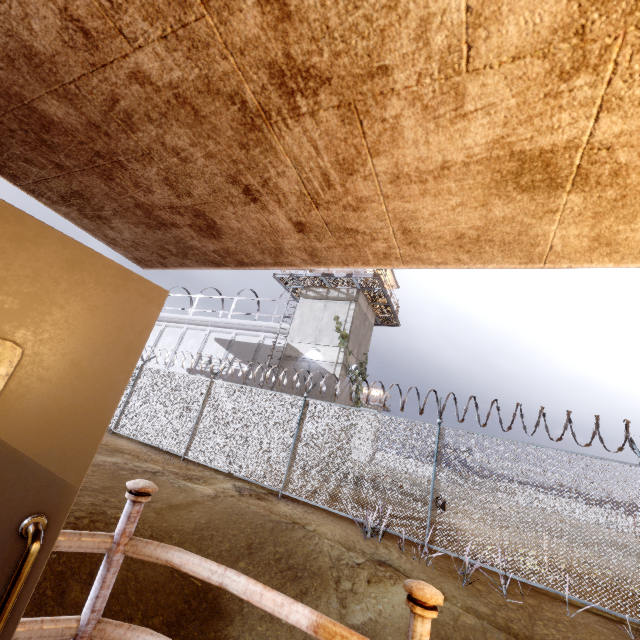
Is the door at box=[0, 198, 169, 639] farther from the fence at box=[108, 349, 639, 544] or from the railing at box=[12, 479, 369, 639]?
the fence at box=[108, 349, 639, 544]

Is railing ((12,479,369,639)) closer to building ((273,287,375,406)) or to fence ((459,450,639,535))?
fence ((459,450,639,535))

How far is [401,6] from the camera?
0.4 meters

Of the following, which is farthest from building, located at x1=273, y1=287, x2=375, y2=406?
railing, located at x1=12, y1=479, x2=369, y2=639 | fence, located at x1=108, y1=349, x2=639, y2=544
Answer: railing, located at x1=12, y1=479, x2=369, y2=639

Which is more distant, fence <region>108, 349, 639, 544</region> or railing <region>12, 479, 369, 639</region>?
fence <region>108, 349, 639, 544</region>

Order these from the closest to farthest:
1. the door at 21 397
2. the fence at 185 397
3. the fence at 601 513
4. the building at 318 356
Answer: the door at 21 397 → the fence at 601 513 → the fence at 185 397 → the building at 318 356

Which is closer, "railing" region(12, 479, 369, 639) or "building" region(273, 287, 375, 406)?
"railing" region(12, 479, 369, 639)

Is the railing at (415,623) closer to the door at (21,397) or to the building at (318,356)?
the door at (21,397)
